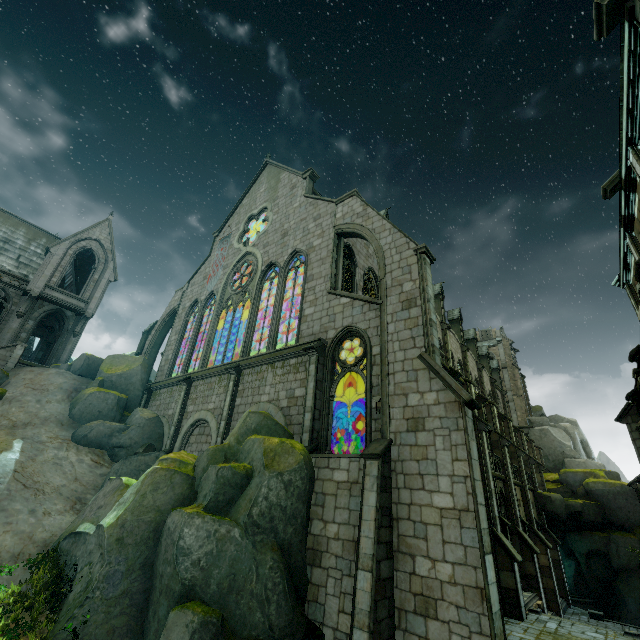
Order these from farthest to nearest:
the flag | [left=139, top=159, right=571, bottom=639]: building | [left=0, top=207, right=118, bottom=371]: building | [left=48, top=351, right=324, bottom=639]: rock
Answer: the flag → [left=0, top=207, right=118, bottom=371]: building → [left=139, top=159, right=571, bottom=639]: building → [left=48, top=351, right=324, bottom=639]: rock

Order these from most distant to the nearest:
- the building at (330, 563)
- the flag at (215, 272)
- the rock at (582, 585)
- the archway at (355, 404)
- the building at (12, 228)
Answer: the rock at (582, 585) < the flag at (215, 272) < the building at (12, 228) < the archway at (355, 404) < the building at (330, 563)

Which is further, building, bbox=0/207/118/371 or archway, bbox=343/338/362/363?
building, bbox=0/207/118/371

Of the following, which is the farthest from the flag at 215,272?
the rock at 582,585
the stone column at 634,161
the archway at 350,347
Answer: the rock at 582,585

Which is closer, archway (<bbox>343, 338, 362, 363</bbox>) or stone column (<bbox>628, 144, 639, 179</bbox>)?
stone column (<bbox>628, 144, 639, 179</bbox>)

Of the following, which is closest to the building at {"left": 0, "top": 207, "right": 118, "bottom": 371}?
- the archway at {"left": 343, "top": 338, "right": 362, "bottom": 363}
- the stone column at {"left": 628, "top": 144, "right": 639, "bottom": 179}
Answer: the archway at {"left": 343, "top": 338, "right": 362, "bottom": 363}

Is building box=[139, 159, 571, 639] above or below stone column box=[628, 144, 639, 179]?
below

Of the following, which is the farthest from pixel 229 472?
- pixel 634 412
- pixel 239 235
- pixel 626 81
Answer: pixel 239 235
